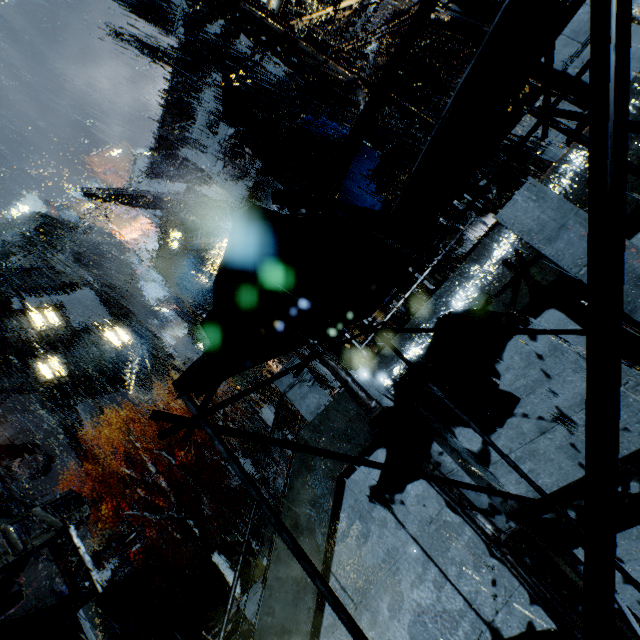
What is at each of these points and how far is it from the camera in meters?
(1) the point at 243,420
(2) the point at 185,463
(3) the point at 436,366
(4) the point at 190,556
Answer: (1) building, 41.7
(2) building, 37.3
(3) building, 6.5
(4) stairs, 27.1

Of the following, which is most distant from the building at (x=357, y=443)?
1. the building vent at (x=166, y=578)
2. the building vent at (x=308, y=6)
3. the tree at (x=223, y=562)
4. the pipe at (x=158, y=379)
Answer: the tree at (x=223, y=562)

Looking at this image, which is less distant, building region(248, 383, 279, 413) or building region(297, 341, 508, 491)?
building region(297, 341, 508, 491)

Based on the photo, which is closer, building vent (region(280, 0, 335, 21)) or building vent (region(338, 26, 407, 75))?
building vent (region(338, 26, 407, 75))

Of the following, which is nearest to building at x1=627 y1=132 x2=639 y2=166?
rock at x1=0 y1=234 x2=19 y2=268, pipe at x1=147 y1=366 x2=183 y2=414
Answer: pipe at x1=147 y1=366 x2=183 y2=414

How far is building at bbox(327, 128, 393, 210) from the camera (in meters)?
6.54

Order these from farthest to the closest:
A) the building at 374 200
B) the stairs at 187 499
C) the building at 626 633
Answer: the stairs at 187 499 < the building at 374 200 < the building at 626 633

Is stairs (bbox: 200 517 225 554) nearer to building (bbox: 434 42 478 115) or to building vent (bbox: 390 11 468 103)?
building (bbox: 434 42 478 115)
